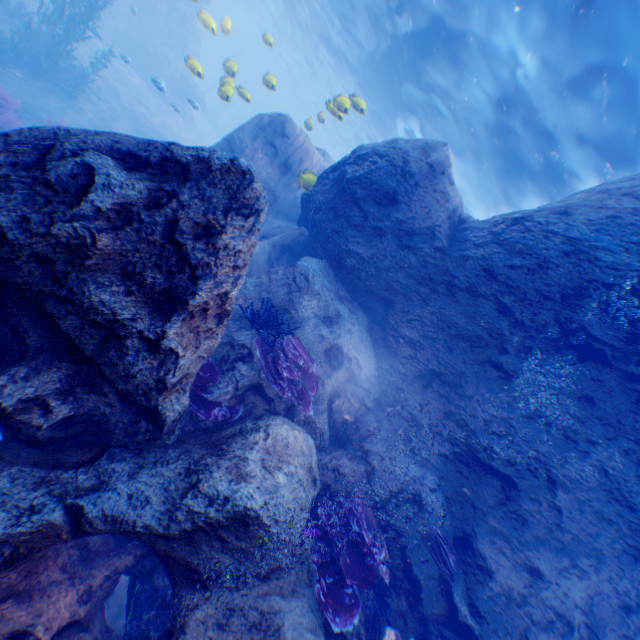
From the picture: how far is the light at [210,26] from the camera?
10.6 meters

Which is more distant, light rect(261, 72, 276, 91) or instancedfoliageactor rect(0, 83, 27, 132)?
instancedfoliageactor rect(0, 83, 27, 132)

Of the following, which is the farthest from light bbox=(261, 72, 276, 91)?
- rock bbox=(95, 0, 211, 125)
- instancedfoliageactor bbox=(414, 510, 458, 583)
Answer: instancedfoliageactor bbox=(414, 510, 458, 583)

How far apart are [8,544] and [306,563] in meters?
3.2

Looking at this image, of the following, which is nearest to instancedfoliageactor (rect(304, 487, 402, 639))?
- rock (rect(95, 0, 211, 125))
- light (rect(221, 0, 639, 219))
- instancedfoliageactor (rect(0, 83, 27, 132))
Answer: rock (rect(95, 0, 211, 125))

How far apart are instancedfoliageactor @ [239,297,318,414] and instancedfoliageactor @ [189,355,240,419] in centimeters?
67cm

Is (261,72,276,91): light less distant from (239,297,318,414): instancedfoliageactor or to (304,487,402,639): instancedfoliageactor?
(239,297,318,414): instancedfoliageactor

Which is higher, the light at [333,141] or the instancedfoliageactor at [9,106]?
the light at [333,141]
